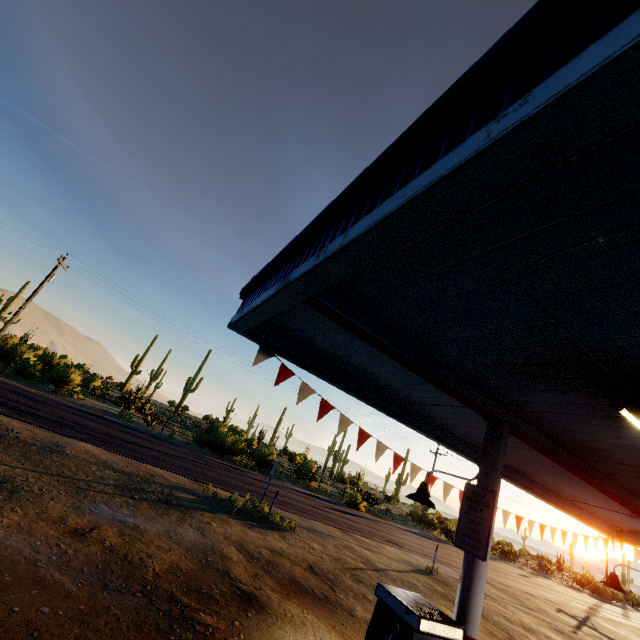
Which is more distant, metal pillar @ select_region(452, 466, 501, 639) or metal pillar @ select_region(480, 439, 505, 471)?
metal pillar @ select_region(480, 439, 505, 471)

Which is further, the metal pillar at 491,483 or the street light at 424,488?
the street light at 424,488

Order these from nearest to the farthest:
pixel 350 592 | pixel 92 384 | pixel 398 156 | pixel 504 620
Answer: pixel 398 156 < pixel 350 592 < pixel 504 620 < pixel 92 384

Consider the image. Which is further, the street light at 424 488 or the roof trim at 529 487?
the roof trim at 529 487

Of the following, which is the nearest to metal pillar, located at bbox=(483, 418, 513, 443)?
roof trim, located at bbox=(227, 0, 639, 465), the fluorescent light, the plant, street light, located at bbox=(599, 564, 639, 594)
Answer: the fluorescent light

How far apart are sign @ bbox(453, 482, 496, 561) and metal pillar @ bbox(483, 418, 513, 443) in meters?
0.0 m

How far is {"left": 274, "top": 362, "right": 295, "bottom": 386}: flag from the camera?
5.47m

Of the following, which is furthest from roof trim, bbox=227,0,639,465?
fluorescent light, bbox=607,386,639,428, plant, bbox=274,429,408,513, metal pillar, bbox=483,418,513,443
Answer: plant, bbox=274,429,408,513
